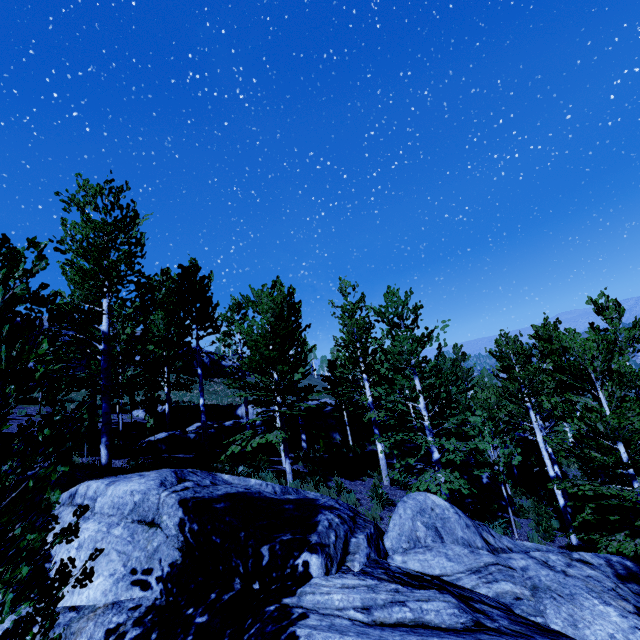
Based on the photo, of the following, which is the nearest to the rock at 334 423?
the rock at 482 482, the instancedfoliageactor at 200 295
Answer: the instancedfoliageactor at 200 295

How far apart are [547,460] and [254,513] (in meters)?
13.11

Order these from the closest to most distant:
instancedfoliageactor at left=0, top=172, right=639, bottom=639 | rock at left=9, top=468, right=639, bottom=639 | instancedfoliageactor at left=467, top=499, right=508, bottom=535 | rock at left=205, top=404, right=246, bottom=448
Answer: instancedfoliageactor at left=0, top=172, right=639, bottom=639 < rock at left=9, top=468, right=639, bottom=639 < instancedfoliageactor at left=467, top=499, right=508, bottom=535 < rock at left=205, top=404, right=246, bottom=448

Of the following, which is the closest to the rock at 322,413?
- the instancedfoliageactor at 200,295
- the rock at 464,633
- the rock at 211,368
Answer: the instancedfoliageactor at 200,295

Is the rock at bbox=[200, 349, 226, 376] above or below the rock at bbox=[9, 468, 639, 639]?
above

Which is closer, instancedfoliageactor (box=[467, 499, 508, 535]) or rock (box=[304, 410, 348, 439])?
instancedfoliageactor (box=[467, 499, 508, 535])

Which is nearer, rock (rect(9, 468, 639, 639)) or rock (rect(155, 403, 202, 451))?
rock (rect(9, 468, 639, 639))

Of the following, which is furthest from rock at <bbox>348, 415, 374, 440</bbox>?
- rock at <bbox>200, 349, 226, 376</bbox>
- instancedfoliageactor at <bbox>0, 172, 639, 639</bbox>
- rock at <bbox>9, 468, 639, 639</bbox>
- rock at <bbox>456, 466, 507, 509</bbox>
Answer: rock at <bbox>9, 468, 639, 639</bbox>
